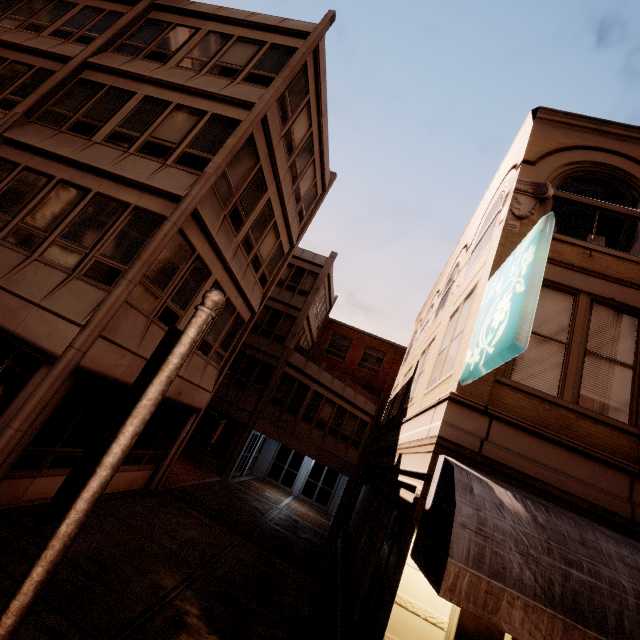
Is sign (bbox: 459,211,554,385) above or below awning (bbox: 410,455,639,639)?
above

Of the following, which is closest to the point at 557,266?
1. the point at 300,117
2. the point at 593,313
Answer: the point at 593,313

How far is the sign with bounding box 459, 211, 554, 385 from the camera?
4.1 meters

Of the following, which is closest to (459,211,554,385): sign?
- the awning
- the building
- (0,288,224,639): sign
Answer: the building

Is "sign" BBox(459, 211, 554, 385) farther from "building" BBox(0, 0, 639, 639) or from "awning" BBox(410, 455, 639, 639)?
"awning" BBox(410, 455, 639, 639)

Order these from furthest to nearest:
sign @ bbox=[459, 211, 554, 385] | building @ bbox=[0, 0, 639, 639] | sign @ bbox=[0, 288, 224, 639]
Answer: building @ bbox=[0, 0, 639, 639]
sign @ bbox=[459, 211, 554, 385]
sign @ bbox=[0, 288, 224, 639]

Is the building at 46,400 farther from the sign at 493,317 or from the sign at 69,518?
the sign at 69,518

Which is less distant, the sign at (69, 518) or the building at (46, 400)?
the sign at (69, 518)
